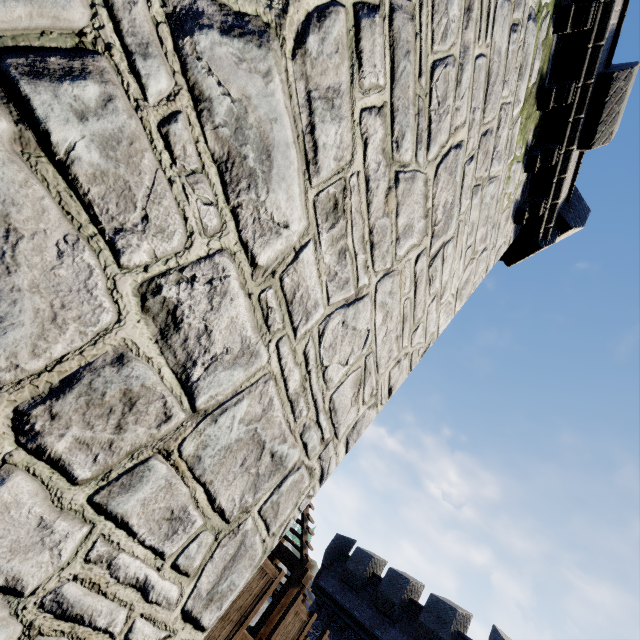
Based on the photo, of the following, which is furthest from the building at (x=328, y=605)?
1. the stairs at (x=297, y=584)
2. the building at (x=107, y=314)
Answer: the building at (x=107, y=314)

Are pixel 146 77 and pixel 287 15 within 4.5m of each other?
yes

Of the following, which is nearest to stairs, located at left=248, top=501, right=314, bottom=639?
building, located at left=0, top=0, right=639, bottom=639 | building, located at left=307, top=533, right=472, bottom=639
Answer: building, located at left=0, top=0, right=639, bottom=639

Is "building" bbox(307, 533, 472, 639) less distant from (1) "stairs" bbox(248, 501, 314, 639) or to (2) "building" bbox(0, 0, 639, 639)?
(1) "stairs" bbox(248, 501, 314, 639)

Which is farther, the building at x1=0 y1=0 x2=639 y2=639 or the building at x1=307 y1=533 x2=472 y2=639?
the building at x1=307 y1=533 x2=472 y2=639

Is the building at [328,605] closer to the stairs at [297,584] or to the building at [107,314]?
the stairs at [297,584]
